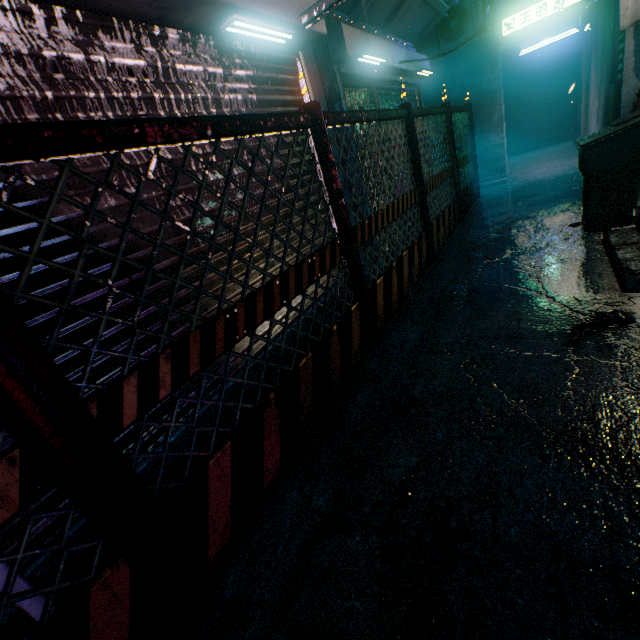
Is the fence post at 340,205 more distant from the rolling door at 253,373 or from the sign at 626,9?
the sign at 626,9

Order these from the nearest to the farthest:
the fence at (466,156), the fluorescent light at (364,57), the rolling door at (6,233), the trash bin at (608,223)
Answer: the rolling door at (6,233)
the trash bin at (608,223)
the fluorescent light at (364,57)
the fence at (466,156)

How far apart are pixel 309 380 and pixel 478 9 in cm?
810

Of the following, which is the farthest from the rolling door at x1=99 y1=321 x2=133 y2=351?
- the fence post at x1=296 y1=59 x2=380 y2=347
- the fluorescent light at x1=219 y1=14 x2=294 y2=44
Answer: the fence post at x1=296 y1=59 x2=380 y2=347

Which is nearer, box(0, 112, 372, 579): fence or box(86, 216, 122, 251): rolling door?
box(0, 112, 372, 579): fence

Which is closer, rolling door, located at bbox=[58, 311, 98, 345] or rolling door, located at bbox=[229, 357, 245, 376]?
rolling door, located at bbox=[58, 311, 98, 345]

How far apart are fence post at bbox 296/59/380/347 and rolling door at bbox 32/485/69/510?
0.5m

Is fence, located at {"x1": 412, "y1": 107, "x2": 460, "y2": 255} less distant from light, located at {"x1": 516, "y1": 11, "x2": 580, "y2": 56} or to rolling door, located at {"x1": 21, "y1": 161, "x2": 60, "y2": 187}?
rolling door, located at {"x1": 21, "y1": 161, "x2": 60, "y2": 187}
